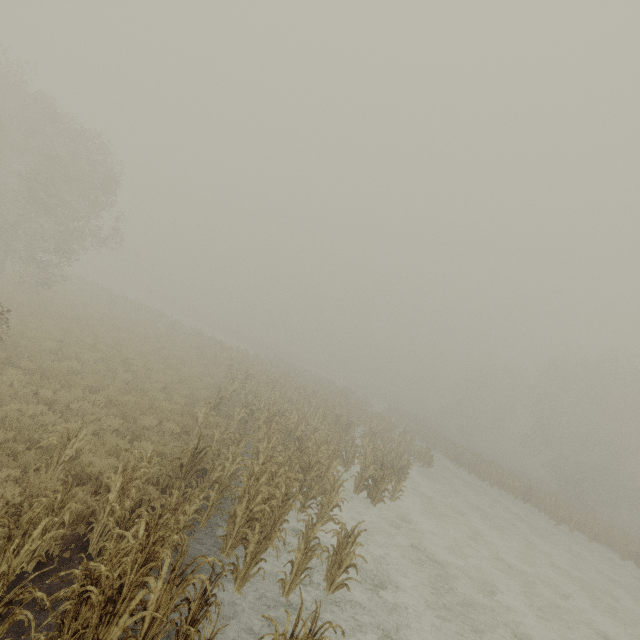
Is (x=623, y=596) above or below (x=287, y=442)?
below
